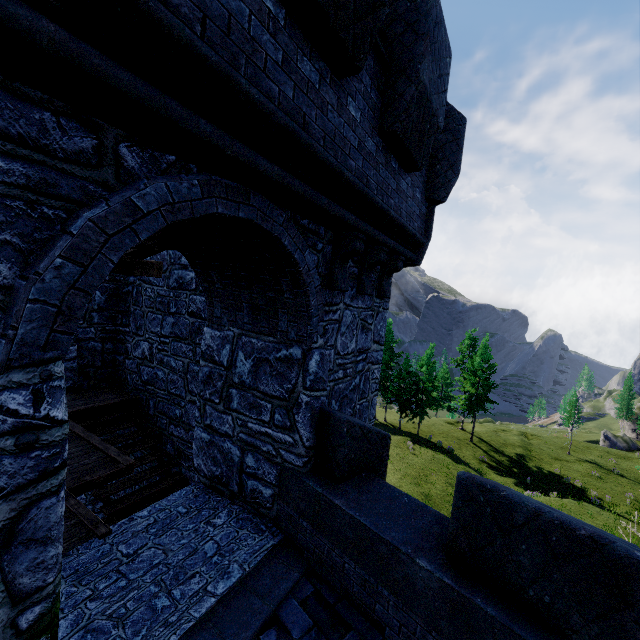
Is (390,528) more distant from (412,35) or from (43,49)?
(412,35)
